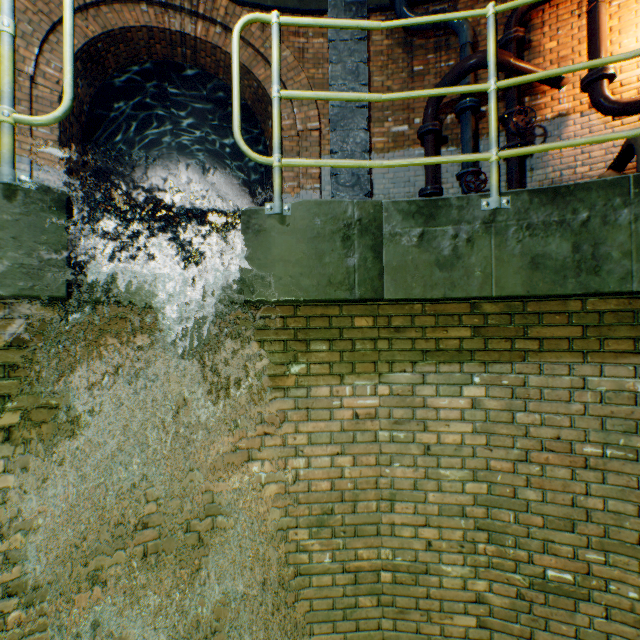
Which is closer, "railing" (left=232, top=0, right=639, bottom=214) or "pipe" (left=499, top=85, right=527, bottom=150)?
"railing" (left=232, top=0, right=639, bottom=214)

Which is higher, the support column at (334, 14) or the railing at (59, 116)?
the support column at (334, 14)

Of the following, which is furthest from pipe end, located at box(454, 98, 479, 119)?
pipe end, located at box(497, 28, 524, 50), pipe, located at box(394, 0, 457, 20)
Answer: pipe end, located at box(497, 28, 524, 50)

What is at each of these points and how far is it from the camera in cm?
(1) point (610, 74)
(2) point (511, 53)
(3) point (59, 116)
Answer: (1) pipe end, 423
(2) pipe, 487
(3) railing, 174

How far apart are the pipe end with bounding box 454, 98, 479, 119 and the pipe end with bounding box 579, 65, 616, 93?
1.3m

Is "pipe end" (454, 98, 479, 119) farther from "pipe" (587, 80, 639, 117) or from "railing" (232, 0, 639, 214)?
"railing" (232, 0, 639, 214)

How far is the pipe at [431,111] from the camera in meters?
5.0 m

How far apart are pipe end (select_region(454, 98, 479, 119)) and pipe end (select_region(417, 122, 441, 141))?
0.28m
